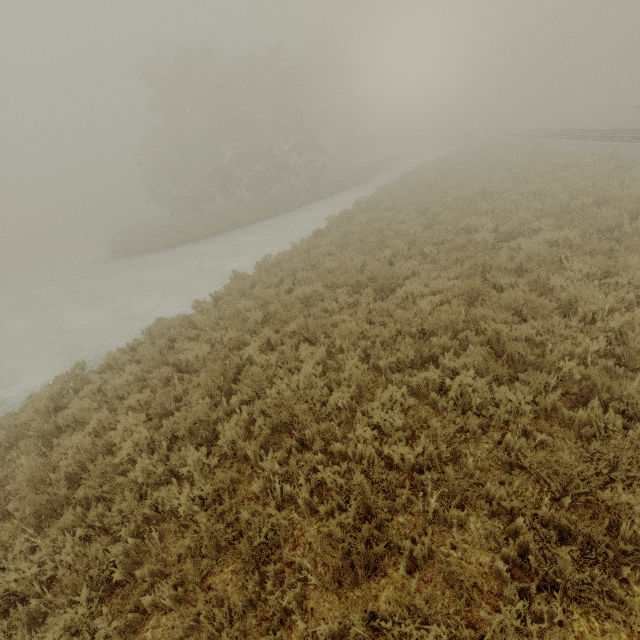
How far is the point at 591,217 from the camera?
9.7m
